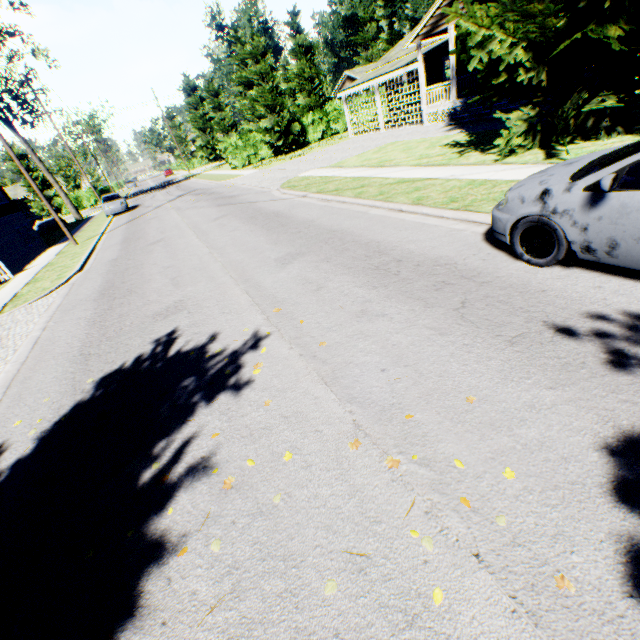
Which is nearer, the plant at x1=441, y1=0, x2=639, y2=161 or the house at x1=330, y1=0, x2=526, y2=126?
the plant at x1=441, y1=0, x2=639, y2=161

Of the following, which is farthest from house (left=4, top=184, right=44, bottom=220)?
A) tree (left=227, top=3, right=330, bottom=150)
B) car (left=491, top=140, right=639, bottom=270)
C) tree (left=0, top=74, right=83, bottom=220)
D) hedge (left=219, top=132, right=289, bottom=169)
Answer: car (left=491, top=140, right=639, bottom=270)

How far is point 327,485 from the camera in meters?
2.6 m

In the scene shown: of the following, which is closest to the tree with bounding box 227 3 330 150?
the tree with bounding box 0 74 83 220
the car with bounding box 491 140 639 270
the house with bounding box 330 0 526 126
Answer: the house with bounding box 330 0 526 126

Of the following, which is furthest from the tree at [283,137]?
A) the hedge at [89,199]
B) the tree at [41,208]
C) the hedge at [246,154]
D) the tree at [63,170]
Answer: the tree at [63,170]

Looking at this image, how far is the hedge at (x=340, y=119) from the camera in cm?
3481

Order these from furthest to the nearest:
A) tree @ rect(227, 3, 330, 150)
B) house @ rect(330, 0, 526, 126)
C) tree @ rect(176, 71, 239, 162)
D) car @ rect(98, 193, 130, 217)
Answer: tree @ rect(176, 71, 239, 162), tree @ rect(227, 3, 330, 150), car @ rect(98, 193, 130, 217), house @ rect(330, 0, 526, 126)

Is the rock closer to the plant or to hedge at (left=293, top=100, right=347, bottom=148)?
hedge at (left=293, top=100, right=347, bottom=148)
